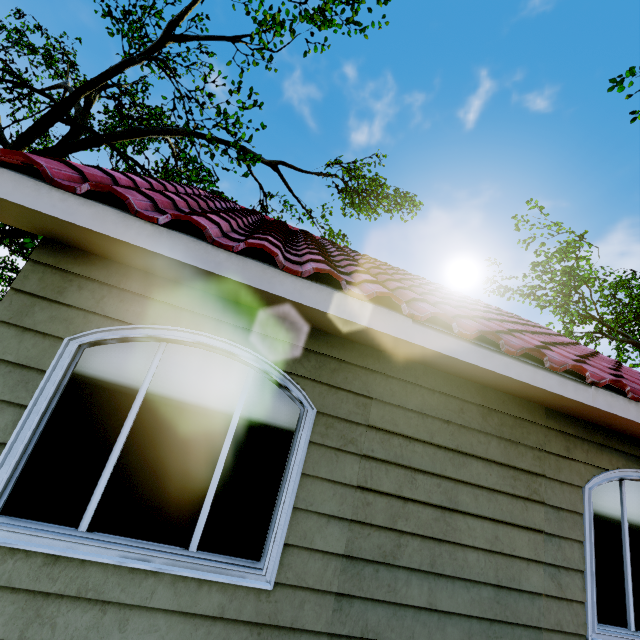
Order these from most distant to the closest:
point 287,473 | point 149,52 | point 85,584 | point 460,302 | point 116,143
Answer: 1. point 116,143
2. point 149,52
3. point 460,302
4. point 287,473
5. point 85,584

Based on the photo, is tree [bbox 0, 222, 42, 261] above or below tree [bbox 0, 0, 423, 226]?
below

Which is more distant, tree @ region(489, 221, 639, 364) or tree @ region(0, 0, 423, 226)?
tree @ region(489, 221, 639, 364)

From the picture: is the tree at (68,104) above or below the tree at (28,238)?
above

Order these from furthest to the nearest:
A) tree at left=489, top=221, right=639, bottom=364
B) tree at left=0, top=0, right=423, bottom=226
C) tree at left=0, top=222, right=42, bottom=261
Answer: tree at left=489, top=221, right=639, bottom=364
tree at left=0, top=0, right=423, bottom=226
tree at left=0, top=222, right=42, bottom=261
